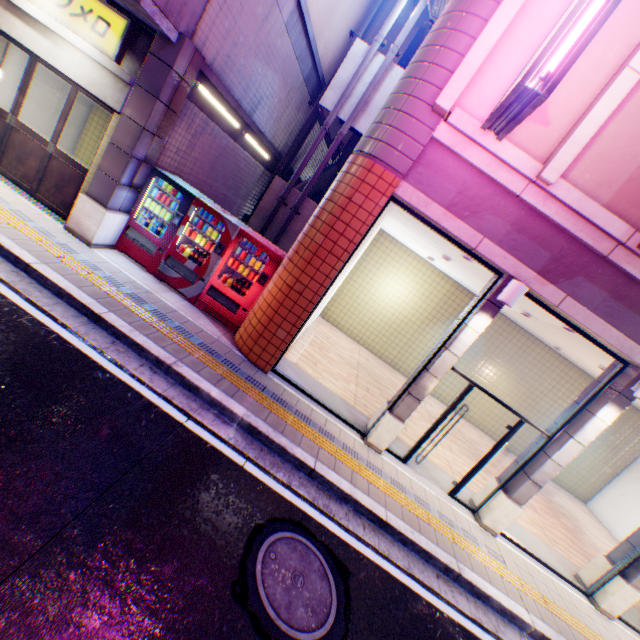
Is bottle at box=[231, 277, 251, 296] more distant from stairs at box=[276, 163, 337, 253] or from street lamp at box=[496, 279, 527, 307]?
street lamp at box=[496, 279, 527, 307]

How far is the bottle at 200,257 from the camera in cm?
711

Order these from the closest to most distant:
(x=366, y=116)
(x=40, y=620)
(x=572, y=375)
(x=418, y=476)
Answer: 1. (x=40, y=620)
2. (x=418, y=476)
3. (x=366, y=116)
4. (x=572, y=375)

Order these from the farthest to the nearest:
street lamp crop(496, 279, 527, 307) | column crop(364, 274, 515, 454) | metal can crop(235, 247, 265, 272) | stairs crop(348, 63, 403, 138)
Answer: stairs crop(348, 63, 403, 138) < metal can crop(235, 247, 265, 272) < column crop(364, 274, 515, 454) < street lamp crop(496, 279, 527, 307)

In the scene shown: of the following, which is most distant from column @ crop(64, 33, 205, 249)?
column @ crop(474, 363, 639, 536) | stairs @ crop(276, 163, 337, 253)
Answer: column @ crop(474, 363, 639, 536)

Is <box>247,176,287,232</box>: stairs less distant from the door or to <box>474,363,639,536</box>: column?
the door

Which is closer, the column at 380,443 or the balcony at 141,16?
the balcony at 141,16

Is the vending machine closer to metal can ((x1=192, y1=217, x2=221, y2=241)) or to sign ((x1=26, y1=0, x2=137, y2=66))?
metal can ((x1=192, y1=217, x2=221, y2=241))
